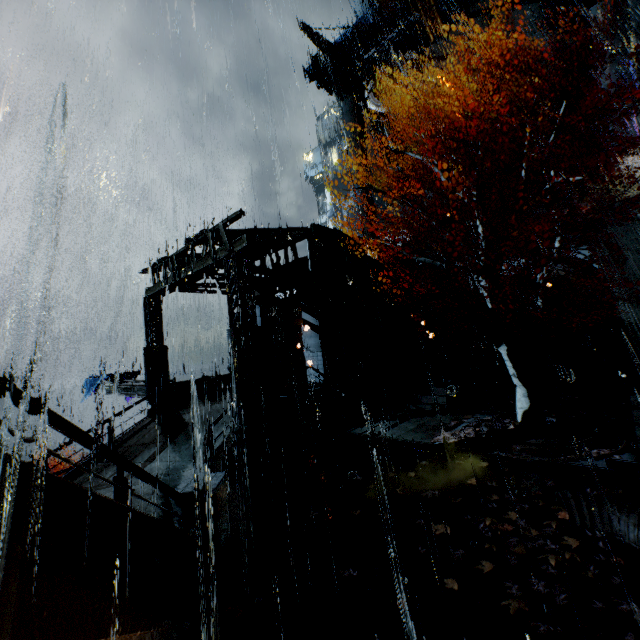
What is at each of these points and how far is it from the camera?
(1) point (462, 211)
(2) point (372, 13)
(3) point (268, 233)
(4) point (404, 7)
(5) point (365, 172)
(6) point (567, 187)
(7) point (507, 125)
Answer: (1) building, 31.5m
(2) cloth, 33.1m
(3) sm, 15.0m
(4) building, 33.4m
(5) building, 39.4m
(6) building, 26.2m
(7) building vent, 28.6m

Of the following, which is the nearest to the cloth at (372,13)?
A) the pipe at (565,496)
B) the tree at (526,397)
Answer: the tree at (526,397)

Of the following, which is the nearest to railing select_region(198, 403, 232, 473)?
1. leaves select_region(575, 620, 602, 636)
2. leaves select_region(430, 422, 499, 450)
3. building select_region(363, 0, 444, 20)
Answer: building select_region(363, 0, 444, 20)

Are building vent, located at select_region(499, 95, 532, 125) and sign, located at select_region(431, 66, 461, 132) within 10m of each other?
yes

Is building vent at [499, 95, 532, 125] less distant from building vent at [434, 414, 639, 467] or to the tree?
the tree

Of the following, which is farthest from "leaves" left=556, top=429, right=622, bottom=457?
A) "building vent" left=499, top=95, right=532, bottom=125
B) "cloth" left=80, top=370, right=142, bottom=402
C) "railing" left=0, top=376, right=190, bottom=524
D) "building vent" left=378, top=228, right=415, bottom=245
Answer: "building vent" left=499, top=95, right=532, bottom=125

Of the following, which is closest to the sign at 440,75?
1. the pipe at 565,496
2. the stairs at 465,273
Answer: the stairs at 465,273

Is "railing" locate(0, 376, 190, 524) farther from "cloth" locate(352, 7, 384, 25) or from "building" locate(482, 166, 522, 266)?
"cloth" locate(352, 7, 384, 25)
